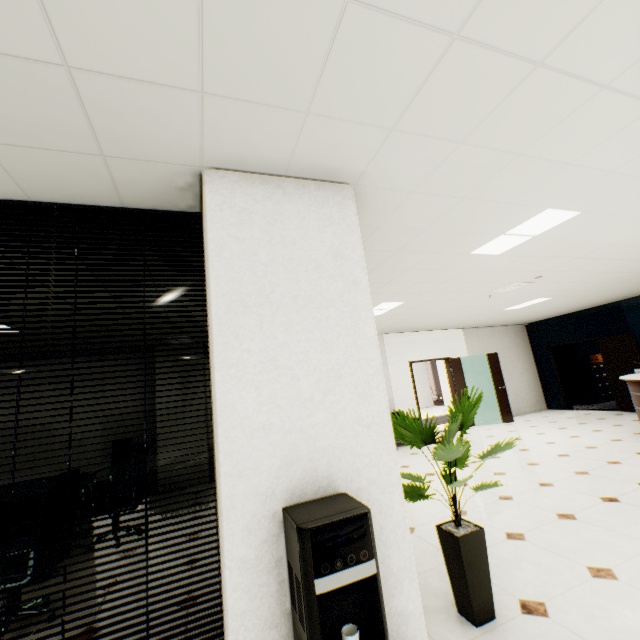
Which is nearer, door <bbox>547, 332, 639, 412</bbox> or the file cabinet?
door <bbox>547, 332, 639, 412</bbox>

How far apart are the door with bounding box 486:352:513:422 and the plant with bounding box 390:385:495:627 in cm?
805

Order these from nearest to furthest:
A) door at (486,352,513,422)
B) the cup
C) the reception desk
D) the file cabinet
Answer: the cup → the reception desk → door at (486,352,513,422) → the file cabinet

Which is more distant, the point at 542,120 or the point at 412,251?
the point at 412,251

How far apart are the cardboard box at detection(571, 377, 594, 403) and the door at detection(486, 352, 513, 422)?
3.78m

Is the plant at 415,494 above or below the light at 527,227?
below

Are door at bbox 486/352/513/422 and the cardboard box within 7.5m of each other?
yes

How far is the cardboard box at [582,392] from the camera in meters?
11.0 m
